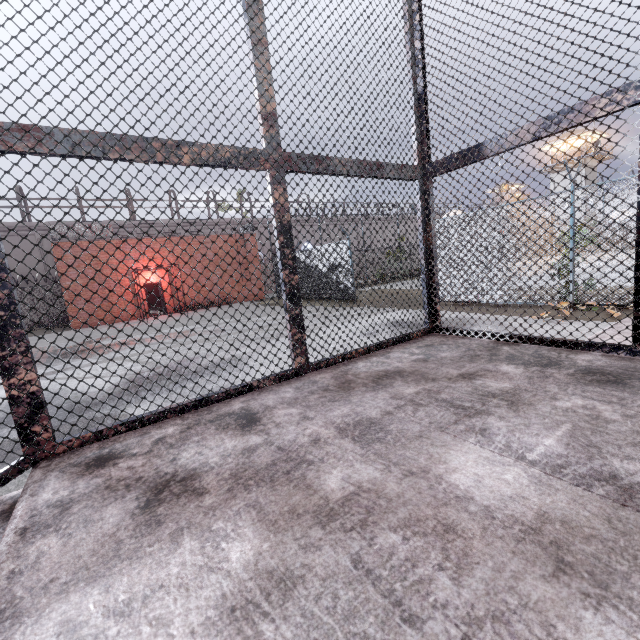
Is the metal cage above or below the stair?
above

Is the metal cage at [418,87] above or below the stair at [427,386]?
above

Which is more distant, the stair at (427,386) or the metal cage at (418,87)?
the metal cage at (418,87)

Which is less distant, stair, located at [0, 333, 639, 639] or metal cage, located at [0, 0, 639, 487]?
stair, located at [0, 333, 639, 639]

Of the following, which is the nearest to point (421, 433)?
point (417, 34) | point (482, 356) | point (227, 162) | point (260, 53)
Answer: point (482, 356)
